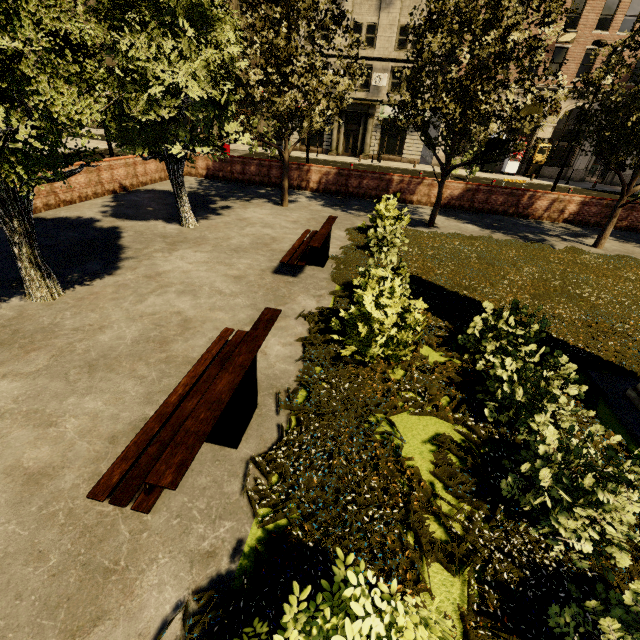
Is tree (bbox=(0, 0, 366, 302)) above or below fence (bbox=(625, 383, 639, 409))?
above

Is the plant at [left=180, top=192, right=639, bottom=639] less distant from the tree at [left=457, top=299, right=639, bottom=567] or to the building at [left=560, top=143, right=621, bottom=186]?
the tree at [left=457, top=299, right=639, bottom=567]

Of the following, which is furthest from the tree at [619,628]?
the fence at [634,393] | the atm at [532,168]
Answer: the atm at [532,168]

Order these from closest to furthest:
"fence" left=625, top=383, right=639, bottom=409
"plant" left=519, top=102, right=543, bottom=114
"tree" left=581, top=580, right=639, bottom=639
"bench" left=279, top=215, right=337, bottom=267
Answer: "tree" left=581, top=580, right=639, bottom=639 → "fence" left=625, top=383, right=639, bottom=409 → "bench" left=279, top=215, right=337, bottom=267 → "plant" left=519, top=102, right=543, bottom=114

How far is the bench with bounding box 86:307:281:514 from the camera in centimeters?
261cm

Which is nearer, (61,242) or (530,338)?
(530,338)

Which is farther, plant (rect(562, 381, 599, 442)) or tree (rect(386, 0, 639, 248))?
tree (rect(386, 0, 639, 248))

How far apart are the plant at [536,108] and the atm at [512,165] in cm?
2505
